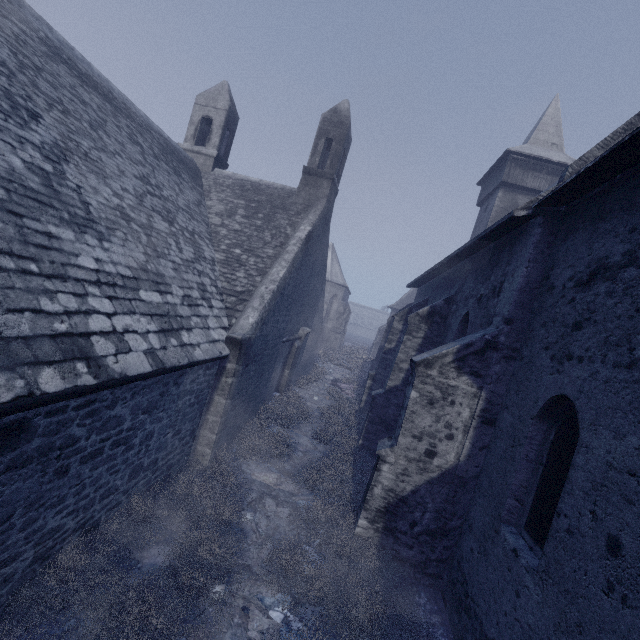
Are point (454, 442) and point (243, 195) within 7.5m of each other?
no

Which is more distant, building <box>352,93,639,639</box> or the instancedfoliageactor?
the instancedfoliageactor

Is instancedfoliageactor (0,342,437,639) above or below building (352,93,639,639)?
below

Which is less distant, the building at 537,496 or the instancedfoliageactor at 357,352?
the building at 537,496

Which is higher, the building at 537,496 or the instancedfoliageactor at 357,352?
the building at 537,496
